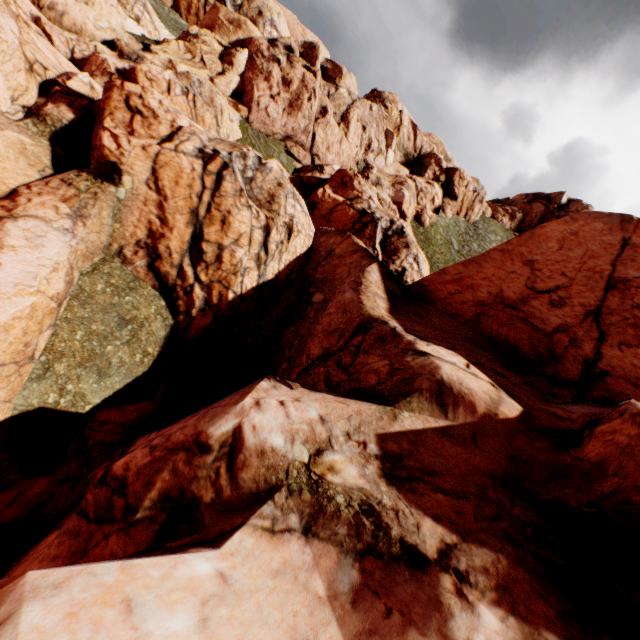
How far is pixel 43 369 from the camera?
10.2m
